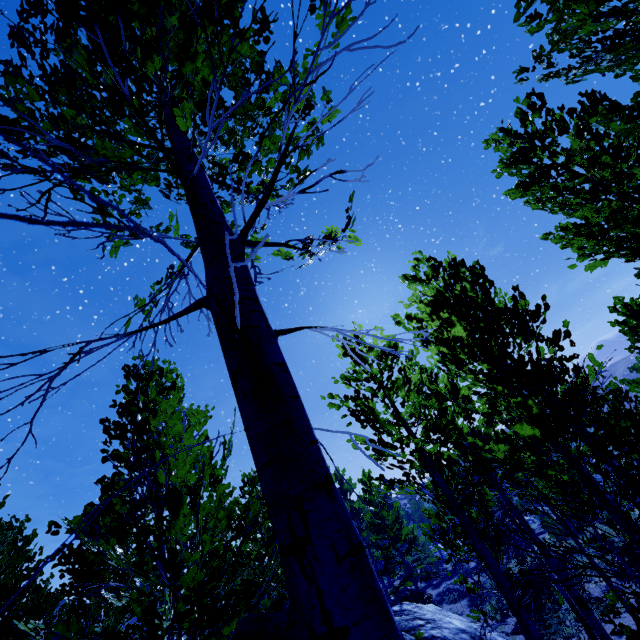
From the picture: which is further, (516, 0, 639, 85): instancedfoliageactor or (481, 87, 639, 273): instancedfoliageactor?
(481, 87, 639, 273): instancedfoliageactor

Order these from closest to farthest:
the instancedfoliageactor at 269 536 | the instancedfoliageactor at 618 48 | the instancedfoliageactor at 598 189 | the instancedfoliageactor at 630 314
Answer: the instancedfoliageactor at 269 536, the instancedfoliageactor at 618 48, the instancedfoliageactor at 598 189, the instancedfoliageactor at 630 314

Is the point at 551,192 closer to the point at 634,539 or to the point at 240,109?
the point at 634,539

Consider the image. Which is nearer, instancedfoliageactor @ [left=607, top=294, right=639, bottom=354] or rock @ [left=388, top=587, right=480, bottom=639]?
rock @ [left=388, top=587, right=480, bottom=639]

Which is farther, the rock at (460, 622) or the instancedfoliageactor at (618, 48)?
the rock at (460, 622)

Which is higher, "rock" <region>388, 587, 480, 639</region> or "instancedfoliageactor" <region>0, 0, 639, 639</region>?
"instancedfoliageactor" <region>0, 0, 639, 639</region>

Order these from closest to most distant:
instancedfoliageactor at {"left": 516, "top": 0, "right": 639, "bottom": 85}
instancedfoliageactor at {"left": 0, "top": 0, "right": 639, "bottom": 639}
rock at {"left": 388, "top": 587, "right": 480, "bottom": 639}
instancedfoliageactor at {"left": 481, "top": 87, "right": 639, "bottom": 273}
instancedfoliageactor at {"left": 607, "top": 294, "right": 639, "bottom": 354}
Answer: instancedfoliageactor at {"left": 0, "top": 0, "right": 639, "bottom": 639}, instancedfoliageactor at {"left": 516, "top": 0, "right": 639, "bottom": 85}, instancedfoliageactor at {"left": 481, "top": 87, "right": 639, "bottom": 273}, rock at {"left": 388, "top": 587, "right": 480, "bottom": 639}, instancedfoliageactor at {"left": 607, "top": 294, "right": 639, "bottom": 354}
